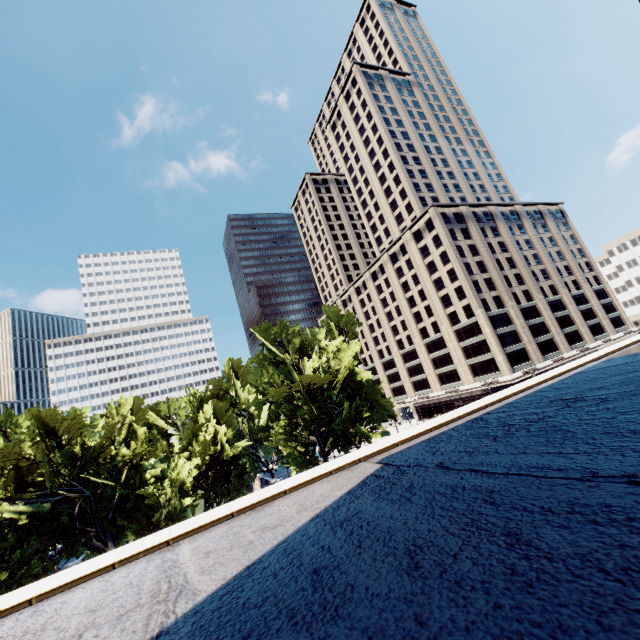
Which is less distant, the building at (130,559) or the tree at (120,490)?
the building at (130,559)

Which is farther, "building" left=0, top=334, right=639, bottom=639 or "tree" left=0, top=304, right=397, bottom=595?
"tree" left=0, top=304, right=397, bottom=595

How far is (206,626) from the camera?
2.91m
